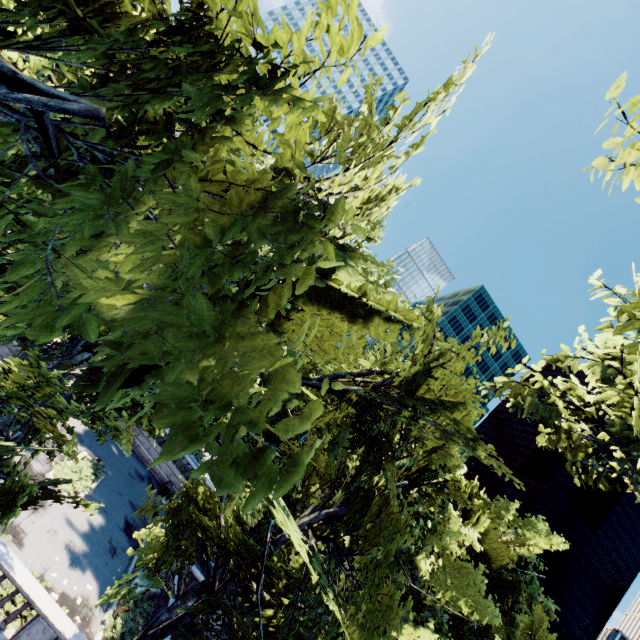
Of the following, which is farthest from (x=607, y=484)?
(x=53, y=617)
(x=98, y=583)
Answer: (x=98, y=583)

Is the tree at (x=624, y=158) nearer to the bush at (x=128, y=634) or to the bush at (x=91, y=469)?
the bush at (x=128, y=634)

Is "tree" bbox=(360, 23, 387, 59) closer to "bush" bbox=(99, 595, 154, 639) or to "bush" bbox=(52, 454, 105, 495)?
"bush" bbox=(99, 595, 154, 639)

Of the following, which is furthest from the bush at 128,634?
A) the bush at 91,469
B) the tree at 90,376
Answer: the bush at 91,469

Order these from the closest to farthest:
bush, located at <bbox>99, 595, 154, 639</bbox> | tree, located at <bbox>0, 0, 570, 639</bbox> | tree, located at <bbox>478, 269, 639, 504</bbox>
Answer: tree, located at <bbox>0, 0, 570, 639</bbox>, tree, located at <bbox>478, 269, 639, 504</bbox>, bush, located at <bbox>99, 595, 154, 639</bbox>

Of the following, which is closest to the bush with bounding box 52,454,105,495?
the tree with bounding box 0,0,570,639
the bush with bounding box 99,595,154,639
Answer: the tree with bounding box 0,0,570,639
